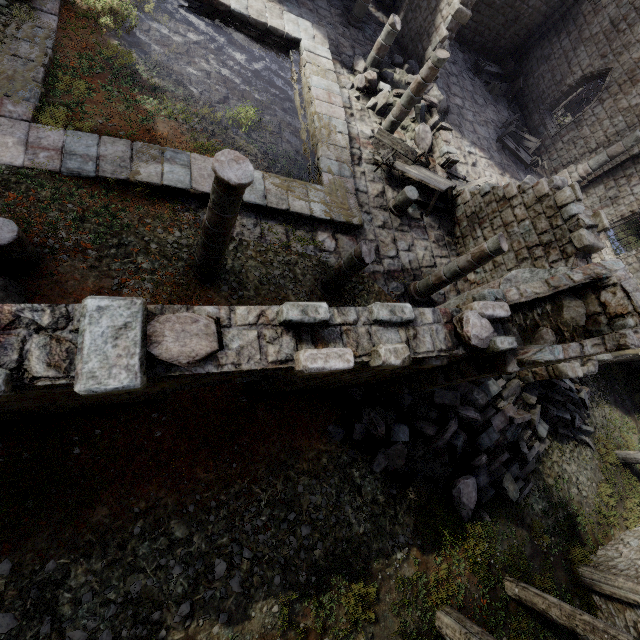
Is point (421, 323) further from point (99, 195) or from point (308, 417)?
point (99, 195)

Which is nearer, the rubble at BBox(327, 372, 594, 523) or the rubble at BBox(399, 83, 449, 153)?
the rubble at BBox(327, 372, 594, 523)

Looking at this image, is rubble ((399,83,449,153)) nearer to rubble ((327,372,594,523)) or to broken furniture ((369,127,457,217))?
broken furniture ((369,127,457,217))

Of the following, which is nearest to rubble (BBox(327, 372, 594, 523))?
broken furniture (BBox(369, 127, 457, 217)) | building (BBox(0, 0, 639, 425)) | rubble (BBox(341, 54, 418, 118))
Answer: building (BBox(0, 0, 639, 425))

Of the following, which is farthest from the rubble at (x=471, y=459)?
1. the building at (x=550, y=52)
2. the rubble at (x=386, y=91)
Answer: Result: the rubble at (x=386, y=91)

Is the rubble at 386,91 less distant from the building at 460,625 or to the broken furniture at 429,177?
the building at 460,625

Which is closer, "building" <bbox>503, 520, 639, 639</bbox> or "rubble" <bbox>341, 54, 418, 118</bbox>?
"building" <bbox>503, 520, 639, 639</bbox>
